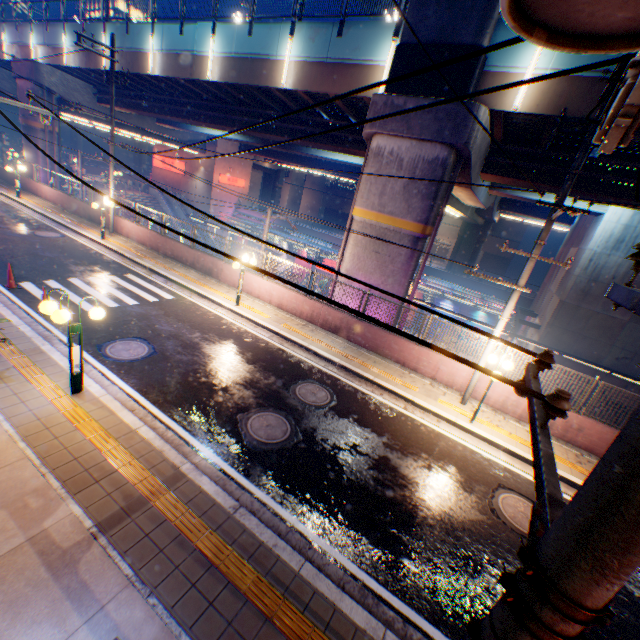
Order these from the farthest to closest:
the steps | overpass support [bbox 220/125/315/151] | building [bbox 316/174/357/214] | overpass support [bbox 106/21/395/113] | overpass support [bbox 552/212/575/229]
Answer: building [bbox 316/174/357/214] < the steps < overpass support [bbox 552/212/575/229] < overpass support [bbox 220/125/315/151] < overpass support [bbox 106/21/395/113]

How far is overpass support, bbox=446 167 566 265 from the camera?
13.8m

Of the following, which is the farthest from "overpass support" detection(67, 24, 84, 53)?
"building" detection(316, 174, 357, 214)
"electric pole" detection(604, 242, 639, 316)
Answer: "electric pole" detection(604, 242, 639, 316)

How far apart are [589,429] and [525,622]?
11.5m

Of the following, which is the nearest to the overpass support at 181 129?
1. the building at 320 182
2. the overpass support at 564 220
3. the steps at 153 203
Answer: the overpass support at 564 220

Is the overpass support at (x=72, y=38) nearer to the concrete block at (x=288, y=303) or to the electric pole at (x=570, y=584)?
the concrete block at (x=288, y=303)

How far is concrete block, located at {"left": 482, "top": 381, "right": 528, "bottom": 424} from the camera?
10.4m
